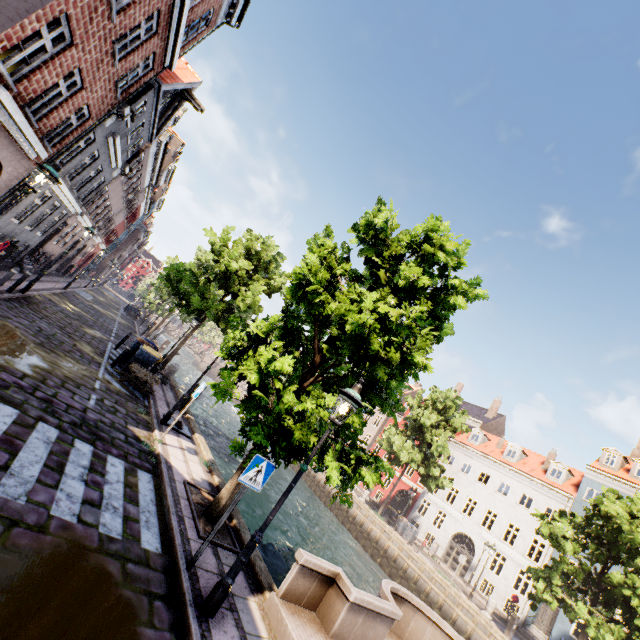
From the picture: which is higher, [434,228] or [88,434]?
[434,228]

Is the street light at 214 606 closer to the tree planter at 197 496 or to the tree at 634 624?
the tree at 634 624

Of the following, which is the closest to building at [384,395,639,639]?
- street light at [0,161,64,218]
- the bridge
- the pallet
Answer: the bridge

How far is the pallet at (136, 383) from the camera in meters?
11.9 m

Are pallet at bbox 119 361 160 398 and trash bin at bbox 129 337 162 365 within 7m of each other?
yes

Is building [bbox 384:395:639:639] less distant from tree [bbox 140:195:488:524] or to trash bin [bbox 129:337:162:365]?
tree [bbox 140:195:488:524]

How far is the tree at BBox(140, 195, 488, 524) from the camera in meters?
6.2 m

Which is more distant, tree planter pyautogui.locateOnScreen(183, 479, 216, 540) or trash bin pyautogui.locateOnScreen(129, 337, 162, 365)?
trash bin pyautogui.locateOnScreen(129, 337, 162, 365)
